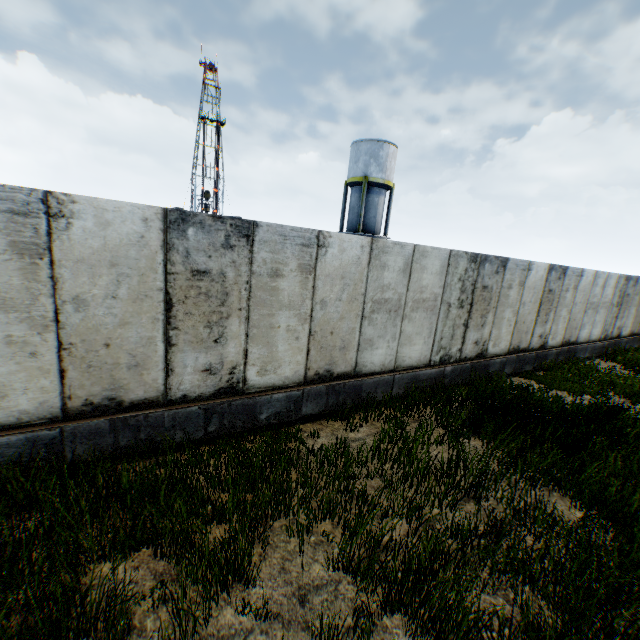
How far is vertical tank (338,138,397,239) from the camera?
26.6m

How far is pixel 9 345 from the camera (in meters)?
3.84

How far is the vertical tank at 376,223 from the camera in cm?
2662
